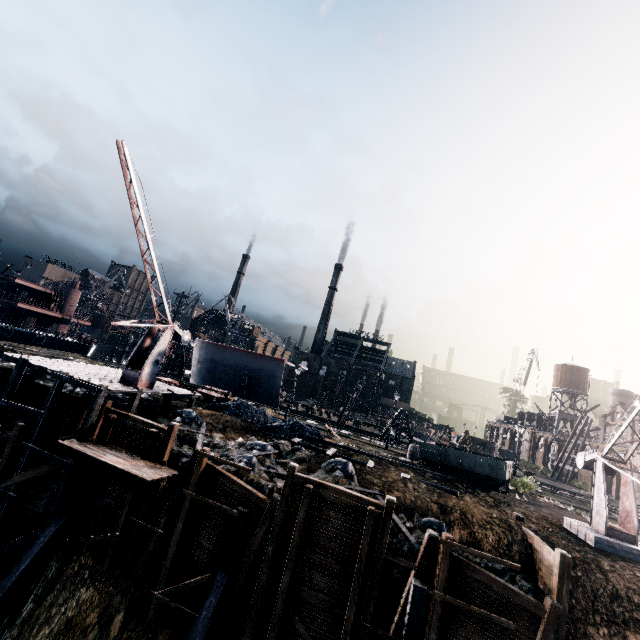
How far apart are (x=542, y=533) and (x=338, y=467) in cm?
1061

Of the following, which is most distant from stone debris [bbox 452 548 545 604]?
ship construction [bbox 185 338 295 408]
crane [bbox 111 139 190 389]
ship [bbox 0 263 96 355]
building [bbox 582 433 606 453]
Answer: building [bbox 582 433 606 453]

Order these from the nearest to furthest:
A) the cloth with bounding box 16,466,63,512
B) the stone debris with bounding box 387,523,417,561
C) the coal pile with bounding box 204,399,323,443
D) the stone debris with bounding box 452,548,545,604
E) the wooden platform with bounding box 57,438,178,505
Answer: the stone debris with bounding box 452,548,545,604, the stone debris with bounding box 387,523,417,561, the wooden platform with bounding box 57,438,178,505, the cloth with bounding box 16,466,63,512, the coal pile with bounding box 204,399,323,443

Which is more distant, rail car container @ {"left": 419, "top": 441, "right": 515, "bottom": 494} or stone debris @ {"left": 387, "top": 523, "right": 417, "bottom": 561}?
rail car container @ {"left": 419, "top": 441, "right": 515, "bottom": 494}

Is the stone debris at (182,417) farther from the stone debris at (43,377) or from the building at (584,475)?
the building at (584,475)

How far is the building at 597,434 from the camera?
51.2m

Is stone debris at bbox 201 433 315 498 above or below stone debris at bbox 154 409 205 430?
below

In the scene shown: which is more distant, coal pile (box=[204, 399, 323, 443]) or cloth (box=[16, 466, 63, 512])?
coal pile (box=[204, 399, 323, 443])
